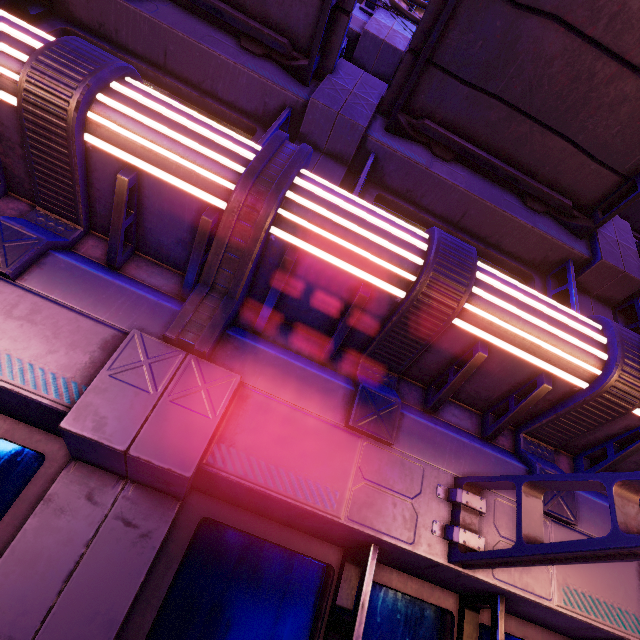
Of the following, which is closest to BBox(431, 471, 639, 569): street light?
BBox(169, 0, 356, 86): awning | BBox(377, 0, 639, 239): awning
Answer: BBox(377, 0, 639, 239): awning

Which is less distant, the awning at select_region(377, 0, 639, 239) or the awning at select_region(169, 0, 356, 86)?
the awning at select_region(377, 0, 639, 239)

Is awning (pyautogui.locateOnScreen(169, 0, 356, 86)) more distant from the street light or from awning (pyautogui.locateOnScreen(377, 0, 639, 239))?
the street light

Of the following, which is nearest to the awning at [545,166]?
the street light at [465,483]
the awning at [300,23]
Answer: the awning at [300,23]

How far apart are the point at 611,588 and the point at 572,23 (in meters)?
5.93
